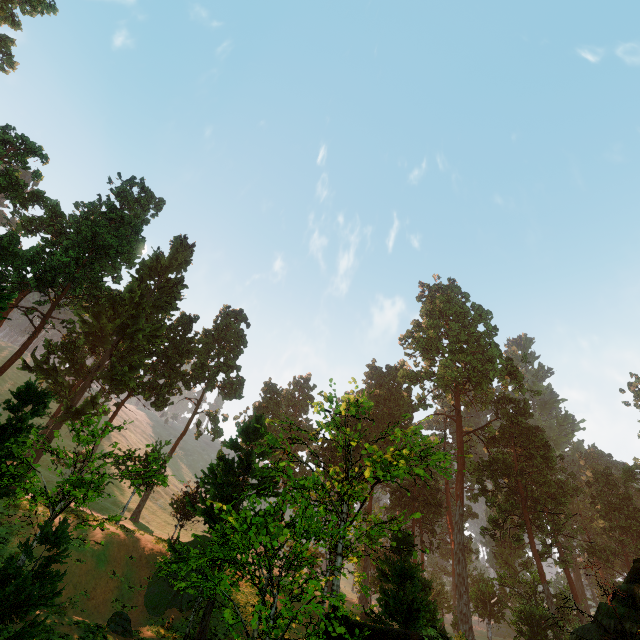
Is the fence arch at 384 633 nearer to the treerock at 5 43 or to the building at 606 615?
the building at 606 615

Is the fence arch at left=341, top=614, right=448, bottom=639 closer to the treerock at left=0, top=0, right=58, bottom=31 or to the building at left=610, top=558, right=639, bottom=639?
the building at left=610, top=558, right=639, bottom=639

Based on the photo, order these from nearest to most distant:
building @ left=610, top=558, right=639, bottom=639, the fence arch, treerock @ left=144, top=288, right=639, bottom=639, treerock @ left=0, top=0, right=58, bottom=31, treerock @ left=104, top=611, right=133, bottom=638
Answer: the fence arch < treerock @ left=144, top=288, right=639, bottom=639 < building @ left=610, top=558, right=639, bottom=639 < treerock @ left=104, top=611, right=133, bottom=638 < treerock @ left=0, top=0, right=58, bottom=31

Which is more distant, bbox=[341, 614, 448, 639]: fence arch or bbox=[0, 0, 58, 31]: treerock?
bbox=[0, 0, 58, 31]: treerock

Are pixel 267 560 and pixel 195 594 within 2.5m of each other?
yes

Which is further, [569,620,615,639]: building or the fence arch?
[569,620,615,639]: building

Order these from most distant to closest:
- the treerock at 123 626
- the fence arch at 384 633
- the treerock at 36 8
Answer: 1. the treerock at 36 8
2. the treerock at 123 626
3. the fence arch at 384 633
